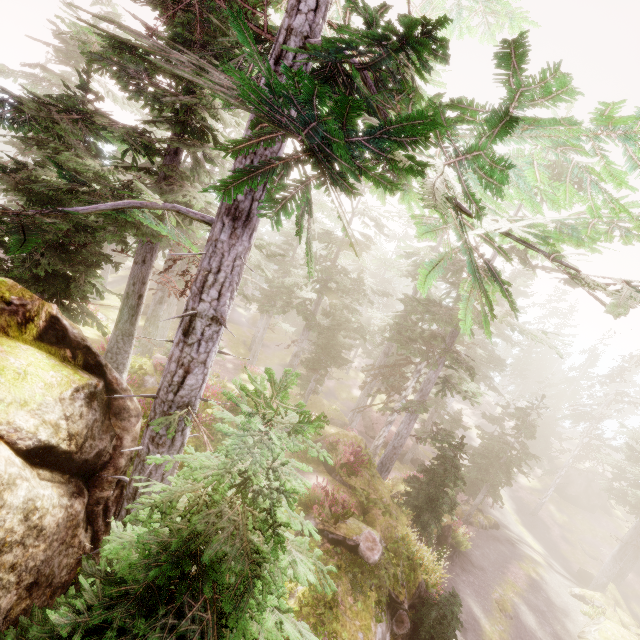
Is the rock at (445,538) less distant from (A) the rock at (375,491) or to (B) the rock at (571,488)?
(A) the rock at (375,491)

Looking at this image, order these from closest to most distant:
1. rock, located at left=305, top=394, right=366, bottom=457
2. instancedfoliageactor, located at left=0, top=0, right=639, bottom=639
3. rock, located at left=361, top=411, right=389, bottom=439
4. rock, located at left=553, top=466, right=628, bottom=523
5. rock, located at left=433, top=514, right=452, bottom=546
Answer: instancedfoliageactor, located at left=0, top=0, right=639, bottom=639 < rock, located at left=305, top=394, right=366, bottom=457 < rock, located at left=433, top=514, right=452, bottom=546 < rock, located at left=361, top=411, right=389, bottom=439 < rock, located at left=553, top=466, right=628, bottom=523

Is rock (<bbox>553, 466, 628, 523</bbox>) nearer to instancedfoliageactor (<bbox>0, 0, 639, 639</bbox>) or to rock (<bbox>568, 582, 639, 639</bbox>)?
instancedfoliageactor (<bbox>0, 0, 639, 639</bbox>)

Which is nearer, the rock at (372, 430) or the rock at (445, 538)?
the rock at (445, 538)

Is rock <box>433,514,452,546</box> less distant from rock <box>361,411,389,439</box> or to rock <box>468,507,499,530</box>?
rock <box>468,507,499,530</box>

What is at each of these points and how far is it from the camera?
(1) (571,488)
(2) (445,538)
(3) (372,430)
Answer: (1) rock, 39.5m
(2) rock, 21.0m
(3) rock, 34.9m

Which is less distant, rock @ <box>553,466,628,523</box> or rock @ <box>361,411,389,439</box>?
rock @ <box>361,411,389,439</box>

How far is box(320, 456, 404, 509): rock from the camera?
15.0m
